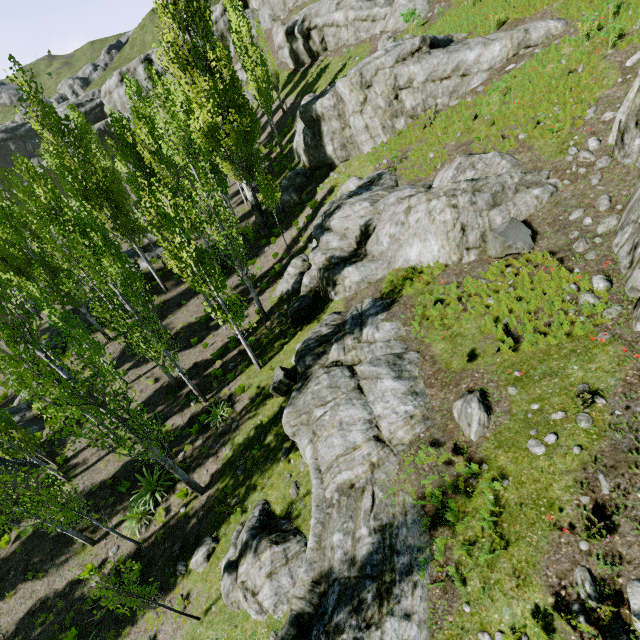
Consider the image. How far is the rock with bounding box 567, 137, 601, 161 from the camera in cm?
1098

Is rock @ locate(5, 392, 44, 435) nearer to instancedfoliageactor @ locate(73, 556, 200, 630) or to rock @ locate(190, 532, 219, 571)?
instancedfoliageactor @ locate(73, 556, 200, 630)

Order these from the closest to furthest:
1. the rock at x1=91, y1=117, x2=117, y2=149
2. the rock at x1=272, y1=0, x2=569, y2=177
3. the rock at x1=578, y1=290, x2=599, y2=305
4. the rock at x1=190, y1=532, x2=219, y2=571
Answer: the rock at x1=578, y1=290, x2=599, y2=305
the rock at x1=190, y1=532, x2=219, y2=571
the rock at x1=272, y1=0, x2=569, y2=177
the rock at x1=91, y1=117, x2=117, y2=149

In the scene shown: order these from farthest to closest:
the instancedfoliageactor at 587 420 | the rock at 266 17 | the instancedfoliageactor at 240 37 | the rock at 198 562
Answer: the rock at 266 17 → the instancedfoliageactor at 240 37 → the rock at 198 562 → the instancedfoliageactor at 587 420

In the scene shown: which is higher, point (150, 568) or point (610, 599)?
point (610, 599)

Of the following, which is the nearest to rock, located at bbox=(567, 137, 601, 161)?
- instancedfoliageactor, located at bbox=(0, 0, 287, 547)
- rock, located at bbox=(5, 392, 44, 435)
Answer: instancedfoliageactor, located at bbox=(0, 0, 287, 547)

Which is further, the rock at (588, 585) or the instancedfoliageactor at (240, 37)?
the instancedfoliageactor at (240, 37)
